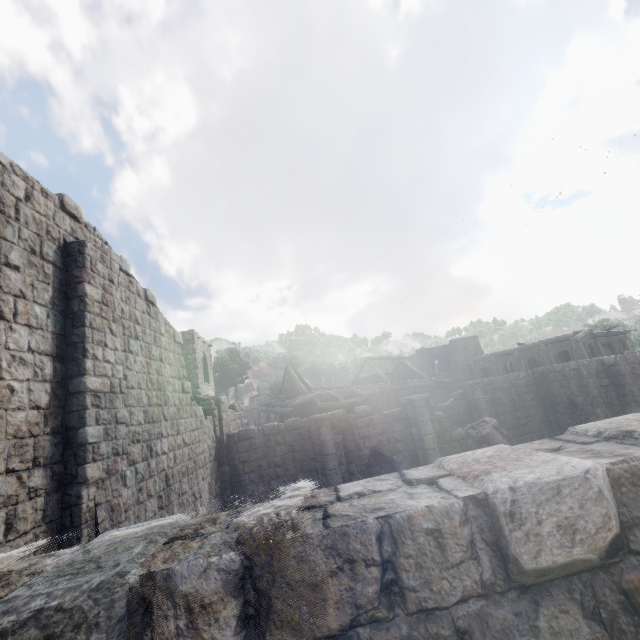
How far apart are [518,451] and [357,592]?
1.3 meters
